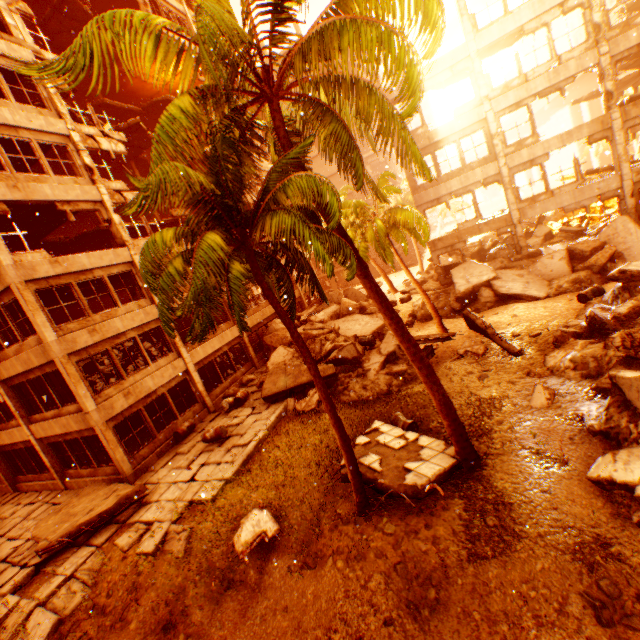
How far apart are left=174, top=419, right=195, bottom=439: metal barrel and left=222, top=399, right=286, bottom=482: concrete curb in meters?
4.4

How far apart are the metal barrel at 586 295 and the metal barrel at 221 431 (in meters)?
15.99

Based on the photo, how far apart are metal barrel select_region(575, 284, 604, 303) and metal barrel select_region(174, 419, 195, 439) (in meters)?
18.27

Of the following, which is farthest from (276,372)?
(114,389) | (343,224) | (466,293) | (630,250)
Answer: (630,250)

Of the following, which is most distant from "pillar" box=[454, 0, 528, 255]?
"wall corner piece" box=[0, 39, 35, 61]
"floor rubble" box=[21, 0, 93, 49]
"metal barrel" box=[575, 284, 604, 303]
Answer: "wall corner piece" box=[0, 39, 35, 61]

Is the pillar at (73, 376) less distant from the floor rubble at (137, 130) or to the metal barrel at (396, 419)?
the floor rubble at (137, 130)

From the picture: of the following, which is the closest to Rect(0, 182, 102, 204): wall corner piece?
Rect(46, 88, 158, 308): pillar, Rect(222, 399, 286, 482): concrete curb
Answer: Rect(46, 88, 158, 308): pillar

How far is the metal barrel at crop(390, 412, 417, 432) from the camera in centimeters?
1056cm
